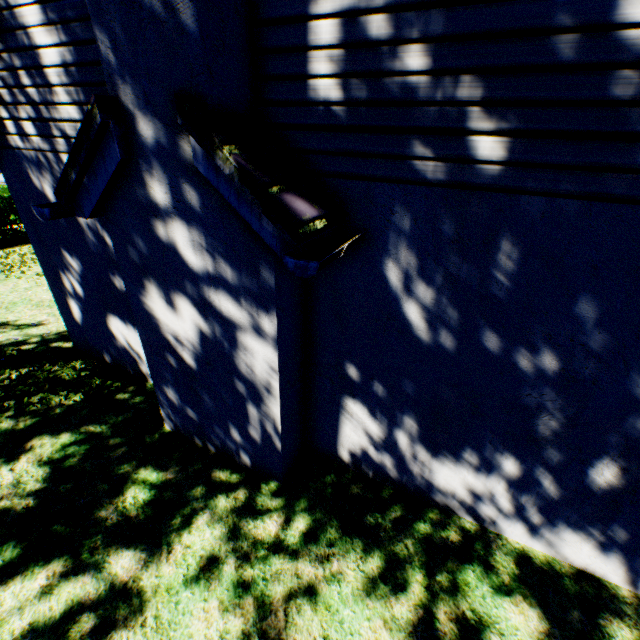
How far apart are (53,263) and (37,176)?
1.4m

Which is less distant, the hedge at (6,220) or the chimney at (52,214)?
the chimney at (52,214)

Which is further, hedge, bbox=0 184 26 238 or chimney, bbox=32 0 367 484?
hedge, bbox=0 184 26 238
